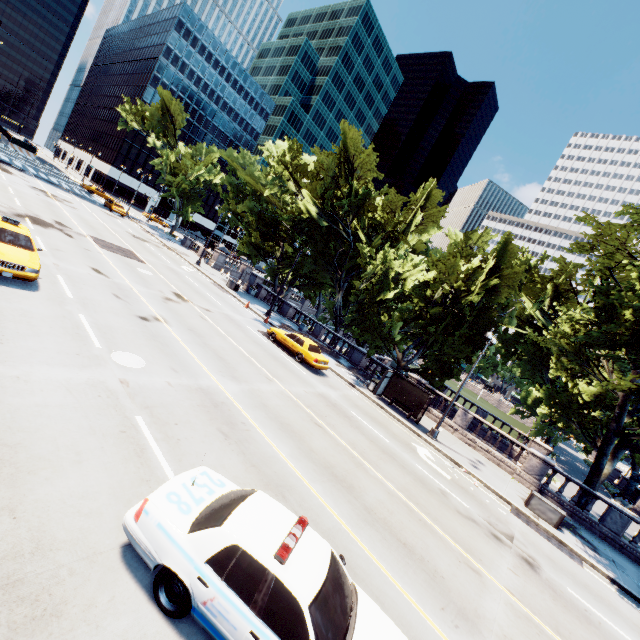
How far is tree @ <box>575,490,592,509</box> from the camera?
19.56m

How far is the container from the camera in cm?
1577

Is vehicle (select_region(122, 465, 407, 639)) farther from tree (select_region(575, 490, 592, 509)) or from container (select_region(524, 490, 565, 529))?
container (select_region(524, 490, 565, 529))

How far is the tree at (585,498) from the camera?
19.56m

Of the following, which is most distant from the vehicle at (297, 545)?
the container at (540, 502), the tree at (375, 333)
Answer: the container at (540, 502)

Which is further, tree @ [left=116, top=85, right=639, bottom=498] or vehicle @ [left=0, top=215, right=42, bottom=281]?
tree @ [left=116, top=85, right=639, bottom=498]

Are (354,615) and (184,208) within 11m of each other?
no

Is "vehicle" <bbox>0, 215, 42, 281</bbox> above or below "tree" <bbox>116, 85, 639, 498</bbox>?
below
